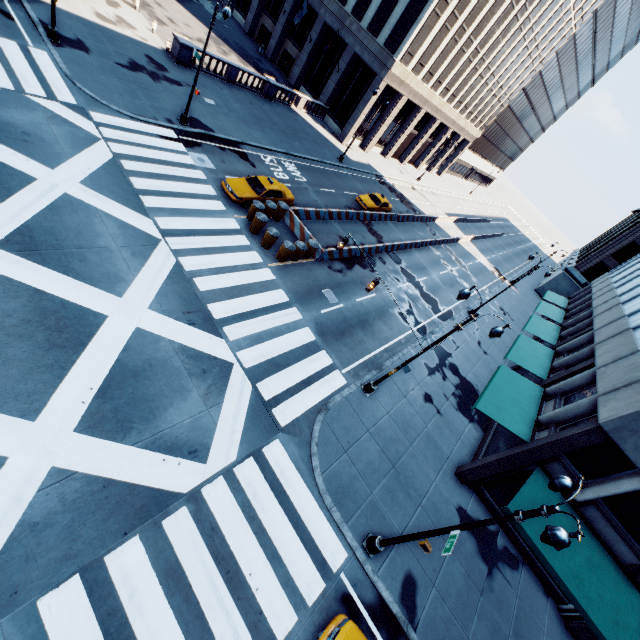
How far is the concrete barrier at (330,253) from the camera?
21.2m

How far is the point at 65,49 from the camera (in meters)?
19.34

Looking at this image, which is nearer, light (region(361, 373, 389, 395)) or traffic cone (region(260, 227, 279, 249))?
light (region(361, 373, 389, 395))

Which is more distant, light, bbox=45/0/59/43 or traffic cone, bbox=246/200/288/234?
traffic cone, bbox=246/200/288/234

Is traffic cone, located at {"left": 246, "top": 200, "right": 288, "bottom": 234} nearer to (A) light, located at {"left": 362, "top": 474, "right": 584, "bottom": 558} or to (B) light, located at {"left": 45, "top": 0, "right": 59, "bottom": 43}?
(B) light, located at {"left": 45, "top": 0, "right": 59, "bottom": 43}

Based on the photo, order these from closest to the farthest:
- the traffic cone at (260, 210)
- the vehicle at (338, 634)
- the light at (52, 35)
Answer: the vehicle at (338, 634), the light at (52, 35), the traffic cone at (260, 210)

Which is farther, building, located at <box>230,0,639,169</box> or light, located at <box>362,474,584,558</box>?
building, located at <box>230,0,639,169</box>

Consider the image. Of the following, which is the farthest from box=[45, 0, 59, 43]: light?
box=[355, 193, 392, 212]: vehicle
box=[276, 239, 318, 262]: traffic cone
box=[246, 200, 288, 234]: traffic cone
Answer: box=[355, 193, 392, 212]: vehicle
